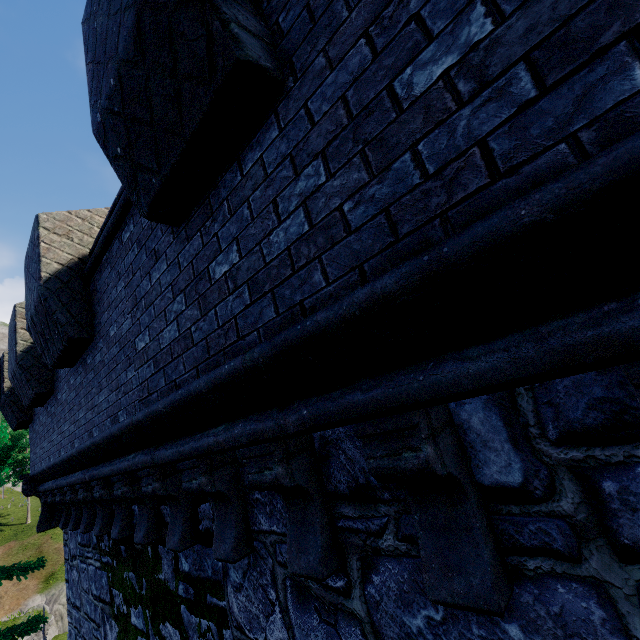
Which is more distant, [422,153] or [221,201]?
[221,201]

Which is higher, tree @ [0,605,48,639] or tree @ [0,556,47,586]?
tree @ [0,556,47,586]

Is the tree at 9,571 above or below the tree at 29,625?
above
